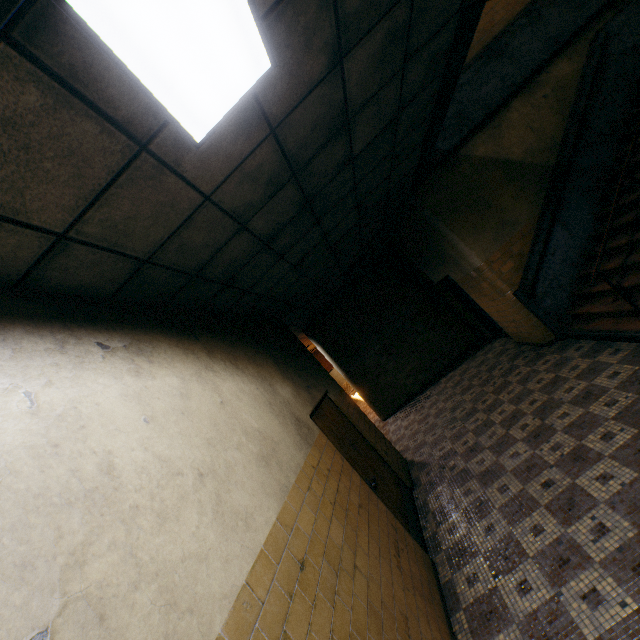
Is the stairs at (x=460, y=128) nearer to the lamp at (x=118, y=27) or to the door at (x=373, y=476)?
the lamp at (x=118, y=27)

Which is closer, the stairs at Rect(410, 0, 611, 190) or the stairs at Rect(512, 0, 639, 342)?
the stairs at Rect(410, 0, 611, 190)

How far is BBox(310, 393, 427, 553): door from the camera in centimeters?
413cm

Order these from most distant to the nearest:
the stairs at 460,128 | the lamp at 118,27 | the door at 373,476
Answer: the door at 373,476
the stairs at 460,128
the lamp at 118,27

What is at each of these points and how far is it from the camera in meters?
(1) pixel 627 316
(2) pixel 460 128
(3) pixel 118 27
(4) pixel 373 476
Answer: (1) stairs, 4.5
(2) stairs, 6.2
(3) lamp, 1.2
(4) door, 4.2

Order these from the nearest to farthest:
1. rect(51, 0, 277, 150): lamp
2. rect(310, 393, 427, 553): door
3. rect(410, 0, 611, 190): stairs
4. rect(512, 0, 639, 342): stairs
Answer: rect(51, 0, 277, 150): lamp → rect(410, 0, 611, 190): stairs → rect(310, 393, 427, 553): door → rect(512, 0, 639, 342): stairs

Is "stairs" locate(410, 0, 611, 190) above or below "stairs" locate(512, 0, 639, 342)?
above

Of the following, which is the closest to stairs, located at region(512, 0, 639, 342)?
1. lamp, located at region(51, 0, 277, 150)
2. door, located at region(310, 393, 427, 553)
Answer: lamp, located at region(51, 0, 277, 150)
